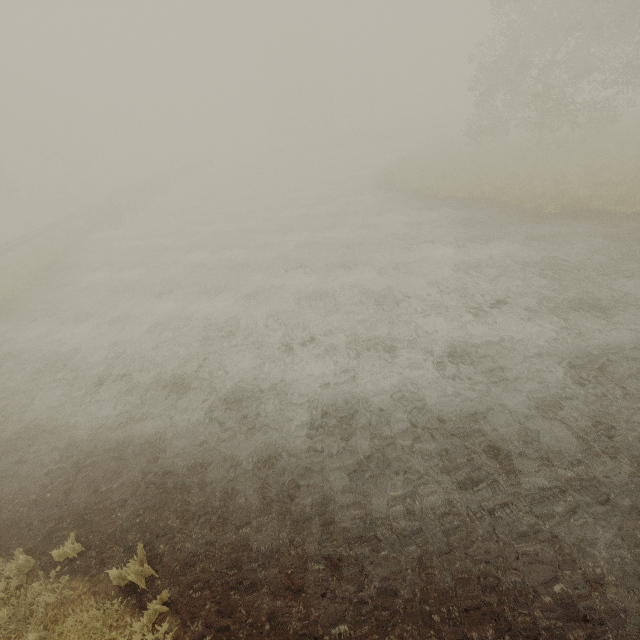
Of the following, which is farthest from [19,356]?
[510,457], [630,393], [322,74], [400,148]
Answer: [322,74]

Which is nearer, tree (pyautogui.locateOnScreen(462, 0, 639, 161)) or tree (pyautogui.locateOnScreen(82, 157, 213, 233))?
tree (pyautogui.locateOnScreen(462, 0, 639, 161))

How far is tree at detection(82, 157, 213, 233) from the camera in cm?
2425

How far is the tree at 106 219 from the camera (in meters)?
24.25

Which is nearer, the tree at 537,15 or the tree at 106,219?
the tree at 537,15
